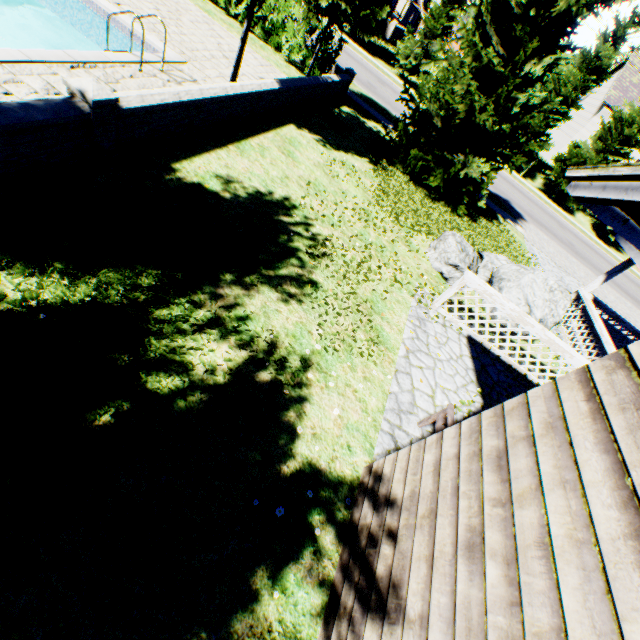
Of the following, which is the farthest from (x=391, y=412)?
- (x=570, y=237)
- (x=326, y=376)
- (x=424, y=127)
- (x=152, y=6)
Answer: (x=570, y=237)

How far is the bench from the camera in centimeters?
440cm

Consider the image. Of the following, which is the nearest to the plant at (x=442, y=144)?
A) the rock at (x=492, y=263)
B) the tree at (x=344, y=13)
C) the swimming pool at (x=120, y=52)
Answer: the rock at (x=492, y=263)

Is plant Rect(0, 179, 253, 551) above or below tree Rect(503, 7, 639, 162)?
below

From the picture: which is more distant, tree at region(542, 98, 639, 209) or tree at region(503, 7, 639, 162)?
tree at region(542, 98, 639, 209)

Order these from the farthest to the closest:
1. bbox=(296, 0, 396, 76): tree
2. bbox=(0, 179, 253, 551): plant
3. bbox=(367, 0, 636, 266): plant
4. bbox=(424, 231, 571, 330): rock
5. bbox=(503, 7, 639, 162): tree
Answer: bbox=(503, 7, 639, 162): tree → bbox=(296, 0, 396, 76): tree → bbox=(367, 0, 636, 266): plant → bbox=(424, 231, 571, 330): rock → bbox=(0, 179, 253, 551): plant

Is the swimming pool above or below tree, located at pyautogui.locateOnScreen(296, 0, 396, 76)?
below

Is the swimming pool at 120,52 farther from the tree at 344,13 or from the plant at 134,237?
the plant at 134,237
